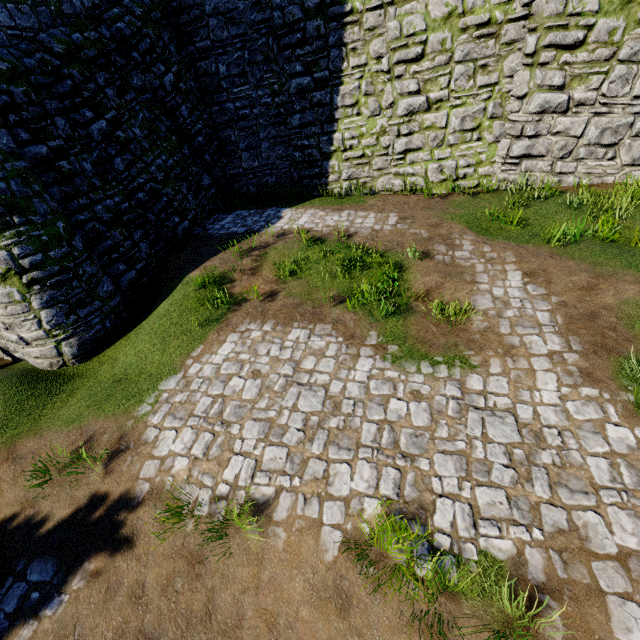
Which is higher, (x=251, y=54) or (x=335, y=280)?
(x=251, y=54)
